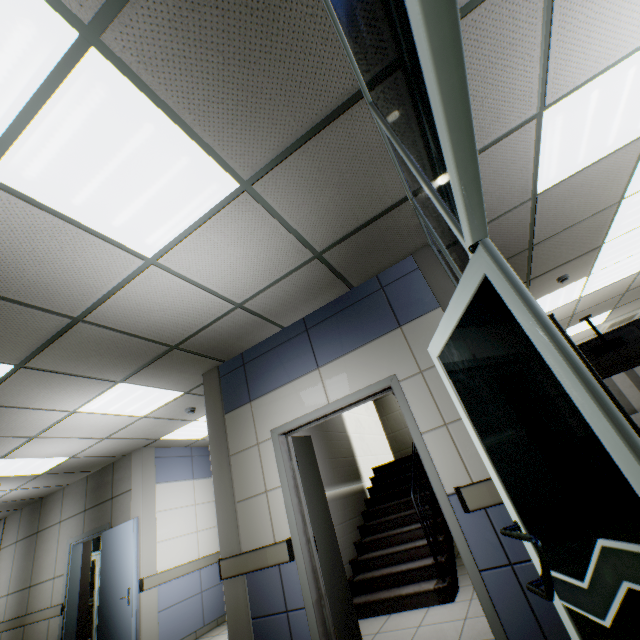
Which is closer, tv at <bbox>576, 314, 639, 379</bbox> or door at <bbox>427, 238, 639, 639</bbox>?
door at <bbox>427, 238, 639, 639</bbox>

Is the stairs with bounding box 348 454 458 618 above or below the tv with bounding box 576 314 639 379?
below

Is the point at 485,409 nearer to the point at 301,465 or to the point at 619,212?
the point at 301,465

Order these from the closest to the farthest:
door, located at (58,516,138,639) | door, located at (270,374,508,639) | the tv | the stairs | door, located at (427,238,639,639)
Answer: door, located at (427,238,639,639)
door, located at (270,374,508,639)
the stairs
door, located at (58,516,138,639)
the tv

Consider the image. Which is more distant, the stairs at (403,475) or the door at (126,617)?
the door at (126,617)

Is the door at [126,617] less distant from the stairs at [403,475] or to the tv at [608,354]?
the stairs at [403,475]

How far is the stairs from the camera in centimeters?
390cm

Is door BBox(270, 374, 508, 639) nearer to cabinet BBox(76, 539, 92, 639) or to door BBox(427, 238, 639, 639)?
door BBox(427, 238, 639, 639)
